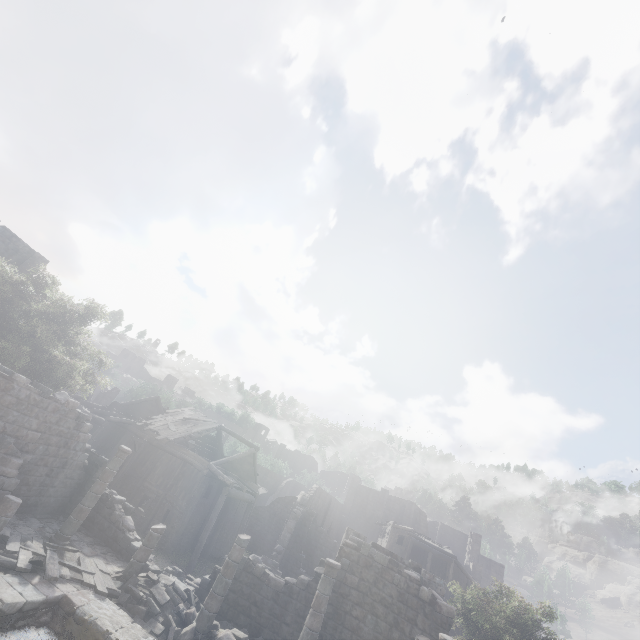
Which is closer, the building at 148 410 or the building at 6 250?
the building at 6 250

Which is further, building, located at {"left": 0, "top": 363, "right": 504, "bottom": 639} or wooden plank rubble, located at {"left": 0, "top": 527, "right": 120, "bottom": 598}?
building, located at {"left": 0, "top": 363, "right": 504, "bottom": 639}

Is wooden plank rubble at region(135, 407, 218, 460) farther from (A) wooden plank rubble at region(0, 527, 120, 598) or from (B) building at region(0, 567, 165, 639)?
(A) wooden plank rubble at region(0, 527, 120, 598)

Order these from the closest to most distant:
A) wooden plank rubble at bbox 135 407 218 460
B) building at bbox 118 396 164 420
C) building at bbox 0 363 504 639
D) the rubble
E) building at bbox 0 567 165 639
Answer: building at bbox 0 567 165 639 → the rubble → building at bbox 0 363 504 639 → wooden plank rubble at bbox 135 407 218 460 → building at bbox 118 396 164 420

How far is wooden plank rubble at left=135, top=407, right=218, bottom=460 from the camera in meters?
27.0

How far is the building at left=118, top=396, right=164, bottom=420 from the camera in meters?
32.2 m

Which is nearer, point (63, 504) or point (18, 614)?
point (18, 614)

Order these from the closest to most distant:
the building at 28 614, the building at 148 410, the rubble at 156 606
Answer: the building at 28 614 → the rubble at 156 606 → the building at 148 410
